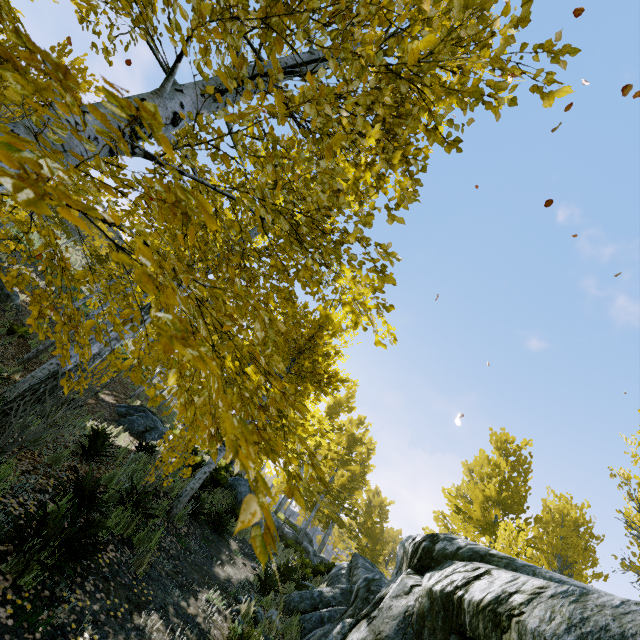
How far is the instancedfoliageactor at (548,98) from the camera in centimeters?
147cm

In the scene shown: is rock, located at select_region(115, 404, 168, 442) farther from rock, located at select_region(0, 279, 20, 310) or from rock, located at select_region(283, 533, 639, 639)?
rock, located at select_region(283, 533, 639, 639)

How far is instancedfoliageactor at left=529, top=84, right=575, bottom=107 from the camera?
1.5m

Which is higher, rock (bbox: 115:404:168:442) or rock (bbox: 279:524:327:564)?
rock (bbox: 279:524:327:564)

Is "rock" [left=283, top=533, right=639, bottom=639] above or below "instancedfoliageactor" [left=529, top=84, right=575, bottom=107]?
below

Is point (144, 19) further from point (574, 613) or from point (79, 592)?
point (79, 592)

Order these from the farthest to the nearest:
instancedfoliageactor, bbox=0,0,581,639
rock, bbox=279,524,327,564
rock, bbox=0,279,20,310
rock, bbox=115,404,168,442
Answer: rock, bbox=279,524,327,564 < rock, bbox=0,279,20,310 < rock, bbox=115,404,168,442 < instancedfoliageactor, bbox=0,0,581,639

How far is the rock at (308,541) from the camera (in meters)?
17.08
